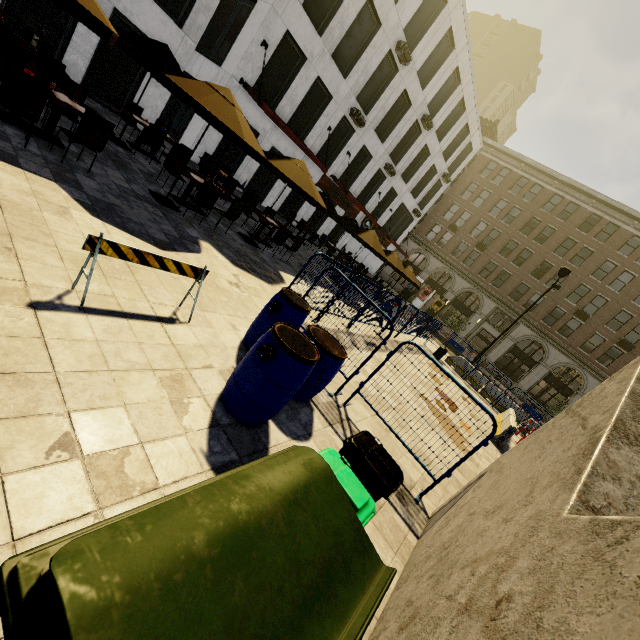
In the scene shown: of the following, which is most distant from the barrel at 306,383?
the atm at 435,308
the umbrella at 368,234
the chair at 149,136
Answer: the atm at 435,308

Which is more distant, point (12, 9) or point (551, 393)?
point (551, 393)

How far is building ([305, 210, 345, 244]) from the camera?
23.8 meters

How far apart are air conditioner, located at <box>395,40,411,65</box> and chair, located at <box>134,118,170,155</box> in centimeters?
1522cm

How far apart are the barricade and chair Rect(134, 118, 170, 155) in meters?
7.6 m

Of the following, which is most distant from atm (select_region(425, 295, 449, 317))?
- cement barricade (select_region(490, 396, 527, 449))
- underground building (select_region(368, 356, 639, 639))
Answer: underground building (select_region(368, 356, 639, 639))

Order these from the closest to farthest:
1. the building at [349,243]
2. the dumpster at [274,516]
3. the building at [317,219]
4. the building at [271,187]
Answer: the dumpster at [274,516] → the building at [271,187] → the building at [317,219] → the building at [349,243]

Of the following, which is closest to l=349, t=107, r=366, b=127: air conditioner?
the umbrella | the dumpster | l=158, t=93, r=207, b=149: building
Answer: l=158, t=93, r=207, b=149: building
